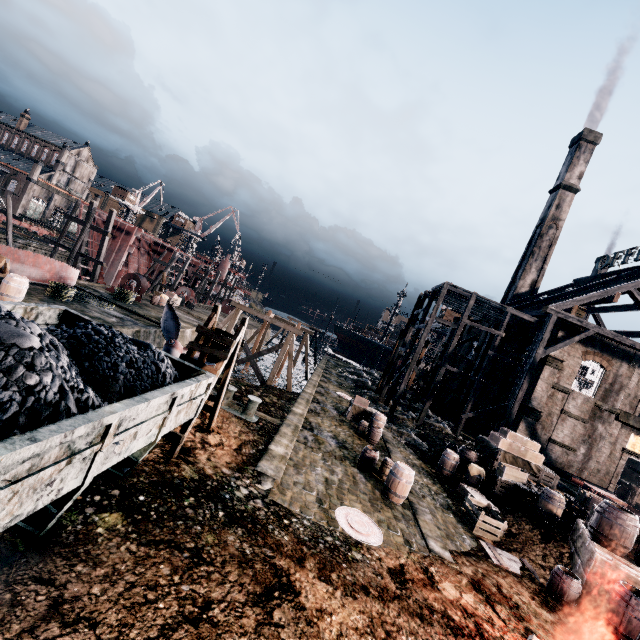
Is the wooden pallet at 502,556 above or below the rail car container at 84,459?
below

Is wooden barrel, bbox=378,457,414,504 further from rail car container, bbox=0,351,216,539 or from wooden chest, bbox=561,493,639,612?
rail car container, bbox=0,351,216,539

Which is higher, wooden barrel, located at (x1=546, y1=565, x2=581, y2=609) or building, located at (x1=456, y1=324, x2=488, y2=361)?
building, located at (x1=456, y1=324, x2=488, y2=361)

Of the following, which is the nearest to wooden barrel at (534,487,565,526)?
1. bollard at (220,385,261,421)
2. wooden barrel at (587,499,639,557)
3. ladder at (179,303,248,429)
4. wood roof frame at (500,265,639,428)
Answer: wooden barrel at (587,499,639,557)

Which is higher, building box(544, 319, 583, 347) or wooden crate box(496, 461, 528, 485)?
building box(544, 319, 583, 347)

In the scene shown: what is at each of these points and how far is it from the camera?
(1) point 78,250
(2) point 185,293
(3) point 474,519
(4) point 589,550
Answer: (1) wooden scaffolding, 29.67m
(2) pulley, 41.44m
(3) wooden crate, 12.87m
(4) wooden chest, 11.10m

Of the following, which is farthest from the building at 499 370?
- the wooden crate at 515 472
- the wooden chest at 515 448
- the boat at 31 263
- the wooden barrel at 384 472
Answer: the wooden chest at 515 448

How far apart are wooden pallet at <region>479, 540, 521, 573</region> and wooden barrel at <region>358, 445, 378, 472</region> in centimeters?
452cm
